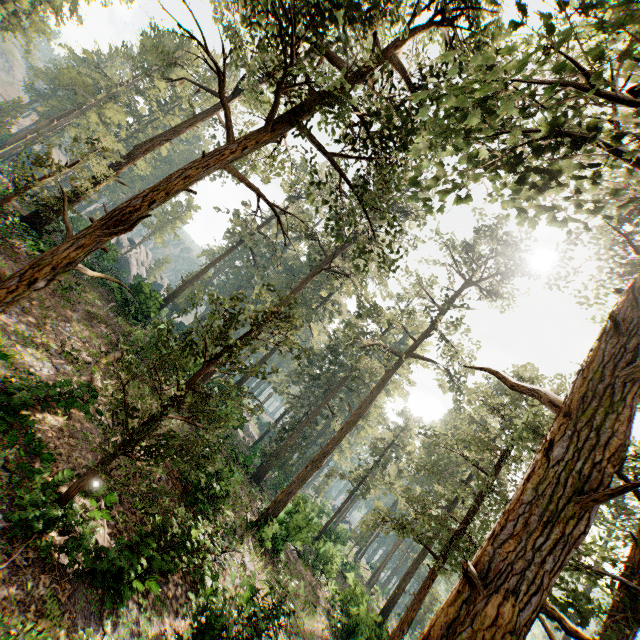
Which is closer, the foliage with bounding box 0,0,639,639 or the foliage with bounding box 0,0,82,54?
the foliage with bounding box 0,0,639,639

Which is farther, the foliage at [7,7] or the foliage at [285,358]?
the foliage at [7,7]

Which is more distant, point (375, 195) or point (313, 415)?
point (313, 415)
